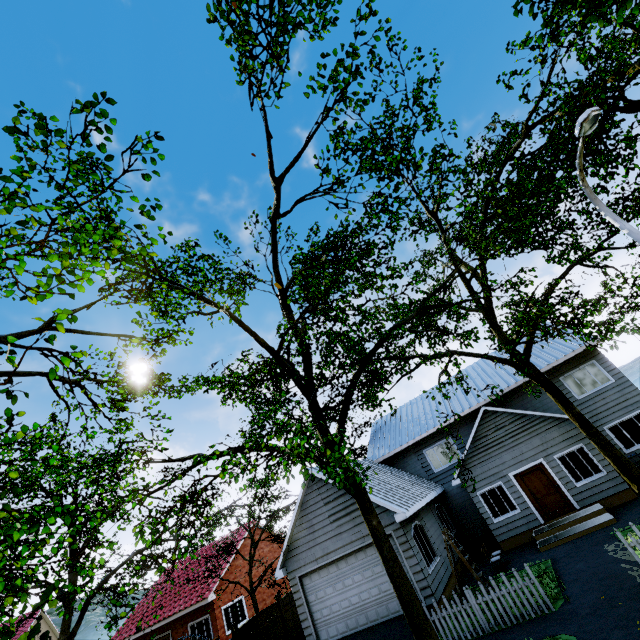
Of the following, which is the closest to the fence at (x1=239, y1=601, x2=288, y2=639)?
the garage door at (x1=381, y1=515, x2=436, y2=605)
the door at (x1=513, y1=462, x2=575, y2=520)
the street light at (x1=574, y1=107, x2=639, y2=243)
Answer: the garage door at (x1=381, y1=515, x2=436, y2=605)

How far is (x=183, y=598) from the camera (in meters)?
21.33

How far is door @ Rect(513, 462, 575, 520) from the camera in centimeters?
1448cm

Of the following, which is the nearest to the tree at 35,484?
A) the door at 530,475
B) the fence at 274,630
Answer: the fence at 274,630

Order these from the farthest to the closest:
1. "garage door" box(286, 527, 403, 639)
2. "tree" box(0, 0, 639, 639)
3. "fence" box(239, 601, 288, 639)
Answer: "fence" box(239, 601, 288, 639), "garage door" box(286, 527, 403, 639), "tree" box(0, 0, 639, 639)

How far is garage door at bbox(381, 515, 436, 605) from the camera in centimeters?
1188cm

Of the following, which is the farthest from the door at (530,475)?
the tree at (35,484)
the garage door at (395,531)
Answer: the garage door at (395,531)

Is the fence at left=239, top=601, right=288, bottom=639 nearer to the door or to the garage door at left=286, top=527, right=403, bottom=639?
the garage door at left=286, top=527, right=403, bottom=639
